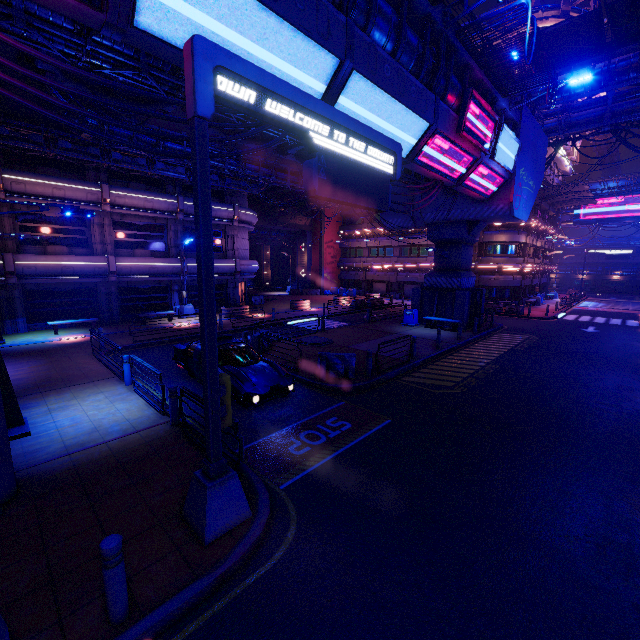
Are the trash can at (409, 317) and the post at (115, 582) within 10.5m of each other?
no

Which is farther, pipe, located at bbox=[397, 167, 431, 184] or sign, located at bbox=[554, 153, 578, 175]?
sign, located at bbox=[554, 153, 578, 175]

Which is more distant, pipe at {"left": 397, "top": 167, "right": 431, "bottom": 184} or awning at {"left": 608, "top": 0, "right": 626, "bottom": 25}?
pipe at {"left": 397, "top": 167, "right": 431, "bottom": 184}

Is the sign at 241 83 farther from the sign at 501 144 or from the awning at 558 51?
the awning at 558 51

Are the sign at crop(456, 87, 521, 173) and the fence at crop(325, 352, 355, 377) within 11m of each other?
yes

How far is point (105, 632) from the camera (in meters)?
3.75

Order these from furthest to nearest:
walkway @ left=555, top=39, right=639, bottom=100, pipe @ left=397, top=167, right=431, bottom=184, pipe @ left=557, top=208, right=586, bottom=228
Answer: pipe @ left=557, top=208, right=586, bottom=228
walkway @ left=555, top=39, right=639, bottom=100
pipe @ left=397, top=167, right=431, bottom=184

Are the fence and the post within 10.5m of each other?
yes
